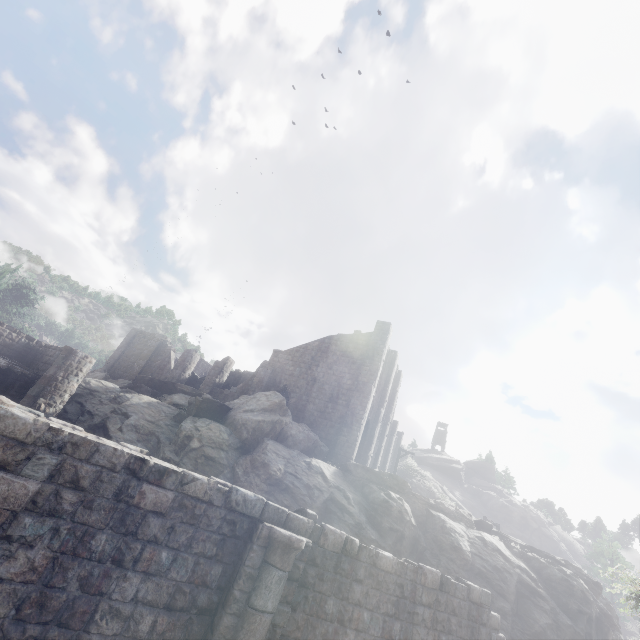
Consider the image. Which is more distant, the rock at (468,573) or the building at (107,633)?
the rock at (468,573)

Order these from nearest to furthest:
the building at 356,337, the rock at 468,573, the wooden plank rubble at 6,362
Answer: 1. the rock at 468,573
2. the wooden plank rubble at 6,362
3. the building at 356,337

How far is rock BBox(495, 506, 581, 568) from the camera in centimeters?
5547cm

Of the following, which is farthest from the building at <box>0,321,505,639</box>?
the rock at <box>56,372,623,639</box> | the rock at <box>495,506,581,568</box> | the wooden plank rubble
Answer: the rock at <box>495,506,581,568</box>

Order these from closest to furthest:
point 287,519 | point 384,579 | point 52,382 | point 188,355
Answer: point 287,519 → point 384,579 → point 52,382 → point 188,355

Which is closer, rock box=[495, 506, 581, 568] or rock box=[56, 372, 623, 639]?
rock box=[56, 372, 623, 639]

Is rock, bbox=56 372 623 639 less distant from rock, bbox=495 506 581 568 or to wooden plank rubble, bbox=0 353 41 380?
wooden plank rubble, bbox=0 353 41 380

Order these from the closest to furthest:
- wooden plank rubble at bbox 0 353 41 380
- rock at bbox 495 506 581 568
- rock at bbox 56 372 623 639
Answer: rock at bbox 56 372 623 639 < wooden plank rubble at bbox 0 353 41 380 < rock at bbox 495 506 581 568
